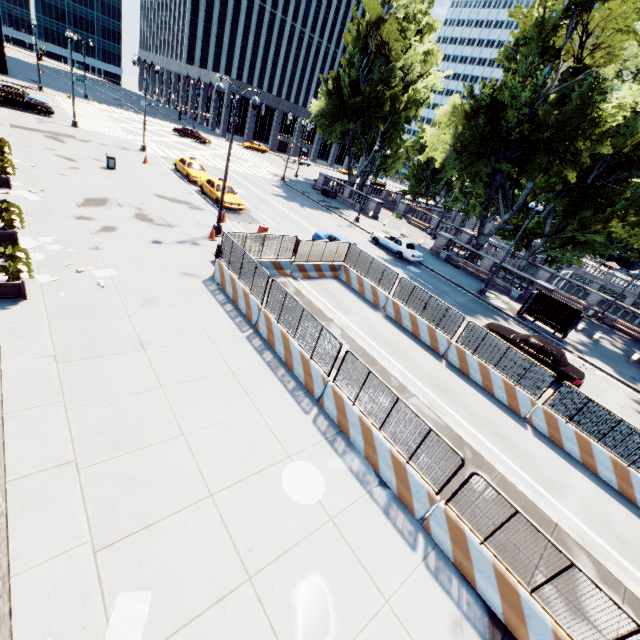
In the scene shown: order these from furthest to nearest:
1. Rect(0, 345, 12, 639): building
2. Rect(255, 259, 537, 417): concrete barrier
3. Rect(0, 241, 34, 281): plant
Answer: Rect(255, 259, 537, 417): concrete barrier, Rect(0, 241, 34, 281): plant, Rect(0, 345, 12, 639): building

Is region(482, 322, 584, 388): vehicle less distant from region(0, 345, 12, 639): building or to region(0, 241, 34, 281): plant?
region(0, 345, 12, 639): building

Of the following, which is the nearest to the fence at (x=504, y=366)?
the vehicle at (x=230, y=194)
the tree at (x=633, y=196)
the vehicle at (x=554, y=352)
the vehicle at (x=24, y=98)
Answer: the vehicle at (x=554, y=352)

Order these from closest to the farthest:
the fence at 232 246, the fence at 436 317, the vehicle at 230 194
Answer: the fence at 232 246 → the fence at 436 317 → the vehicle at 230 194

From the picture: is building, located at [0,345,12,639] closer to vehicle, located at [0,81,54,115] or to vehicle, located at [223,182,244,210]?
vehicle, located at [0,81,54,115]

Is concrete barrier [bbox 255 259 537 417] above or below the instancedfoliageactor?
above

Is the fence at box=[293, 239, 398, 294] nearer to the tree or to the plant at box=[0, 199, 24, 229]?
the plant at box=[0, 199, 24, 229]

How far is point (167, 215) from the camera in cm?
1889
